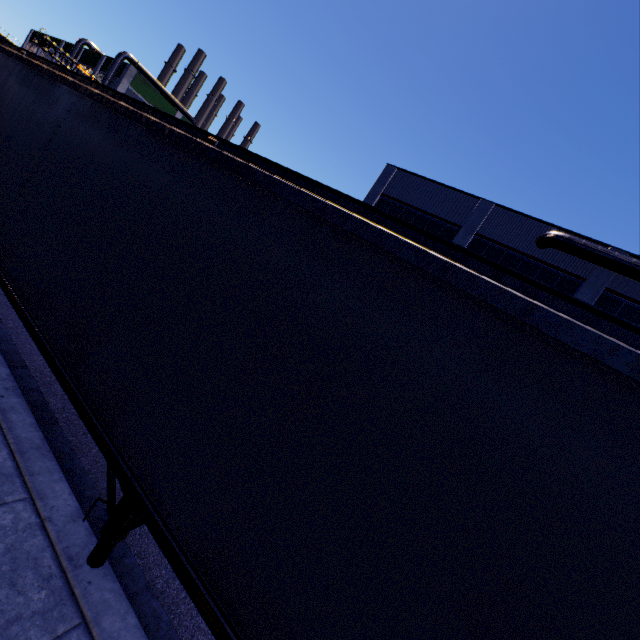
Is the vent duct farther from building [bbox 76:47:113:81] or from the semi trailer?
the semi trailer

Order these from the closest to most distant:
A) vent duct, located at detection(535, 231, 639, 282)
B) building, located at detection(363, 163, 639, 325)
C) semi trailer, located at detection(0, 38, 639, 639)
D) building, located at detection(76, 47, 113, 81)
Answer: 1. semi trailer, located at detection(0, 38, 639, 639)
2. vent duct, located at detection(535, 231, 639, 282)
3. building, located at detection(363, 163, 639, 325)
4. building, located at detection(76, 47, 113, 81)

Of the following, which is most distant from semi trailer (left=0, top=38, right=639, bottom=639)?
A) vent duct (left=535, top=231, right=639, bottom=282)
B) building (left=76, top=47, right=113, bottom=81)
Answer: vent duct (left=535, top=231, right=639, bottom=282)

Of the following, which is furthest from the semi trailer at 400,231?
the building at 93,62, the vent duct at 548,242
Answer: the vent duct at 548,242

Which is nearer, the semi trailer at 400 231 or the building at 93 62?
the semi trailer at 400 231

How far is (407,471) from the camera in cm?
177
